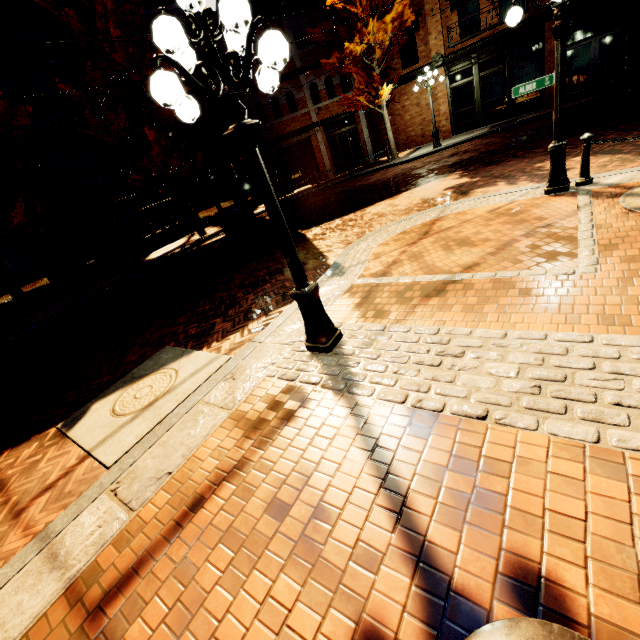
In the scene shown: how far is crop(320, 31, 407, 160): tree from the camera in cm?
1576

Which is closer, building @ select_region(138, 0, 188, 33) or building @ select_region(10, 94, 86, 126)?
building @ select_region(10, 94, 86, 126)

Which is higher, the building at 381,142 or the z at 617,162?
the building at 381,142

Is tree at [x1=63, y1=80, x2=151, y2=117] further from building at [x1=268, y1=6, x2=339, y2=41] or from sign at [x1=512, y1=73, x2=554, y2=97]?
Result: sign at [x1=512, y1=73, x2=554, y2=97]

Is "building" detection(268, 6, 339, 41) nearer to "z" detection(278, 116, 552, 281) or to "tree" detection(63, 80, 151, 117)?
"tree" detection(63, 80, 151, 117)

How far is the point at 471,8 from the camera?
15.9m

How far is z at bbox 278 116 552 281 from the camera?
8.5 meters

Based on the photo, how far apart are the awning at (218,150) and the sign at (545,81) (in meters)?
13.51
